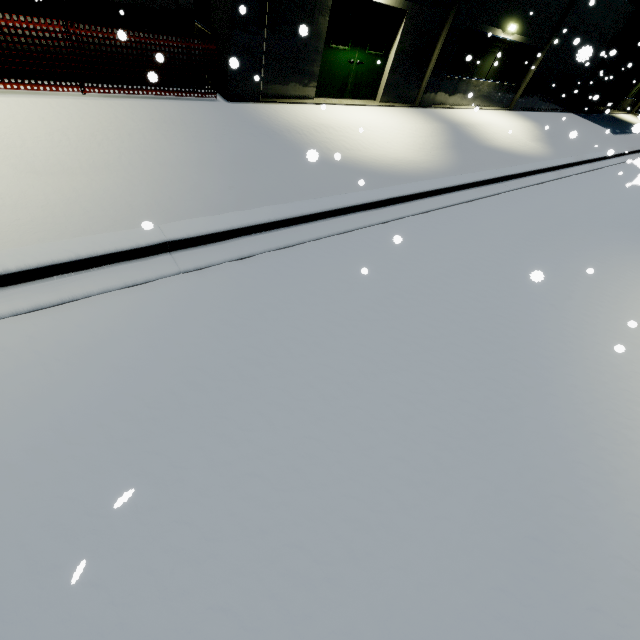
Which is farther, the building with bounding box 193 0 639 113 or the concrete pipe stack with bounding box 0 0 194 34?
the building with bounding box 193 0 639 113

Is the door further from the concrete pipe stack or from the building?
the concrete pipe stack

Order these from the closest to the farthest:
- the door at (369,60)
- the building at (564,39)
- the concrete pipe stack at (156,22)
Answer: the concrete pipe stack at (156,22)
the building at (564,39)
the door at (369,60)

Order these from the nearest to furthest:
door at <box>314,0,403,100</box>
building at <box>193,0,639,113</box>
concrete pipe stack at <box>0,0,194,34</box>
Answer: concrete pipe stack at <box>0,0,194,34</box> < building at <box>193,0,639,113</box> < door at <box>314,0,403,100</box>

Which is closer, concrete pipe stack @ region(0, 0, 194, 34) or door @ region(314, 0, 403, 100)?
concrete pipe stack @ region(0, 0, 194, 34)

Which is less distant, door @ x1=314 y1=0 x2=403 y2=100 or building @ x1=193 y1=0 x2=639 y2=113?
building @ x1=193 y1=0 x2=639 y2=113

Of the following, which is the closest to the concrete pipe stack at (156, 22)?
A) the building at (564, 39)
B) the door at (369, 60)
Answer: the building at (564, 39)

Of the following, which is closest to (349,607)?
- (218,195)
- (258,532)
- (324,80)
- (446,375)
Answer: (258,532)
